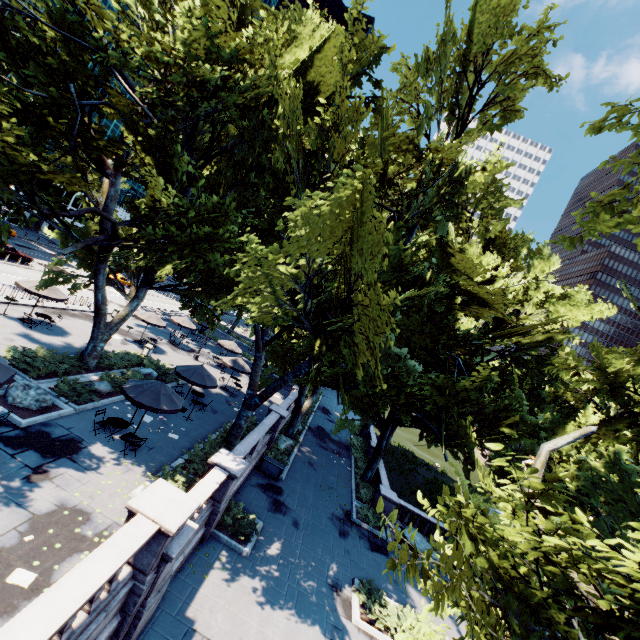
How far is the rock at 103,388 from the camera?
17.0 meters

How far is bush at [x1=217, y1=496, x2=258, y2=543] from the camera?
14.3m

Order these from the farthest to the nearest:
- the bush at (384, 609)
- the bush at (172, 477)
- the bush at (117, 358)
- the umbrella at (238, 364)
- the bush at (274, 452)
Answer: the umbrella at (238, 364) → the bush at (274, 452) → the bush at (117, 358) → the bush at (384, 609) → the bush at (172, 477)

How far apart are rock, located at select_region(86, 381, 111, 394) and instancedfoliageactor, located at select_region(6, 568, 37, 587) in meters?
10.3 m

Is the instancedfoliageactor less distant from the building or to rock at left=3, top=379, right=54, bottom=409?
rock at left=3, top=379, right=54, bottom=409

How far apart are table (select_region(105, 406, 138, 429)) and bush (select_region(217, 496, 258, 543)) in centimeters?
555cm

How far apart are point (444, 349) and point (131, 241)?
18.6 meters

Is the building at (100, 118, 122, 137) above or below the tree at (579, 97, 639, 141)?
above
